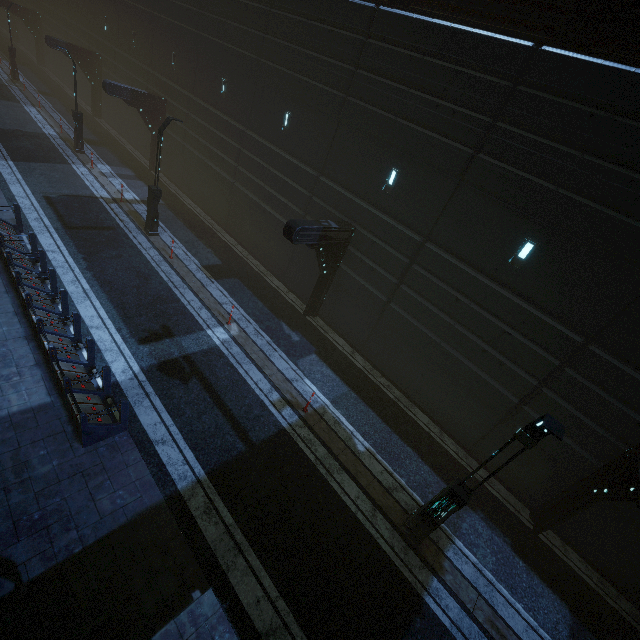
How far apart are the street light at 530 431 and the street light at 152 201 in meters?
16.7 m

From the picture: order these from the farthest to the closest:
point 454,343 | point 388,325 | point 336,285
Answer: point 336,285, point 388,325, point 454,343

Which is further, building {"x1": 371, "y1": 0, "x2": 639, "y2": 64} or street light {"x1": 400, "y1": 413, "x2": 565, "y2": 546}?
building {"x1": 371, "y1": 0, "x2": 639, "y2": 64}

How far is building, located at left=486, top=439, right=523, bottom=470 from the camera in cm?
1140

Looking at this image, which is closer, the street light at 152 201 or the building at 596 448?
the building at 596 448

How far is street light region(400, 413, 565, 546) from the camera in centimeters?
597cm

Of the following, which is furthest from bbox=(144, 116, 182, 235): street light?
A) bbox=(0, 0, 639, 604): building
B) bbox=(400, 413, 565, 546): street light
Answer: bbox=(400, 413, 565, 546): street light
